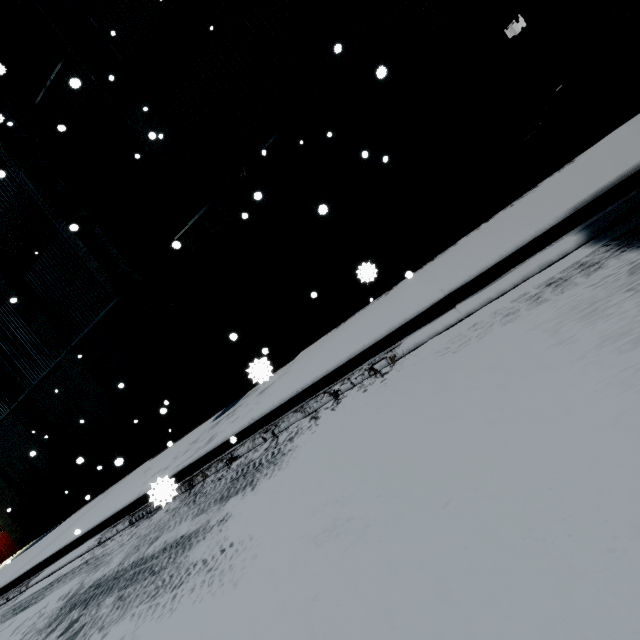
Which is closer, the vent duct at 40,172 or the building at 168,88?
the building at 168,88

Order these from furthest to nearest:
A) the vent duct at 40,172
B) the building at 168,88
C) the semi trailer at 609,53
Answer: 1. the vent duct at 40,172
2. the building at 168,88
3. the semi trailer at 609,53

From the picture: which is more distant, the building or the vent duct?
the vent duct

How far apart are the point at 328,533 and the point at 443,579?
0.82m

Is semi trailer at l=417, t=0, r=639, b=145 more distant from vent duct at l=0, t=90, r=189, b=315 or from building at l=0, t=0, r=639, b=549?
vent duct at l=0, t=90, r=189, b=315

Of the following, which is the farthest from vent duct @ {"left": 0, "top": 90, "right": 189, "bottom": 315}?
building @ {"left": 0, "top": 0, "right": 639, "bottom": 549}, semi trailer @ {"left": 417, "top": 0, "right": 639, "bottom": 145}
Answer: semi trailer @ {"left": 417, "top": 0, "right": 639, "bottom": 145}

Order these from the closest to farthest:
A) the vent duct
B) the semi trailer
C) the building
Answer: the semi trailer < the building < the vent duct
